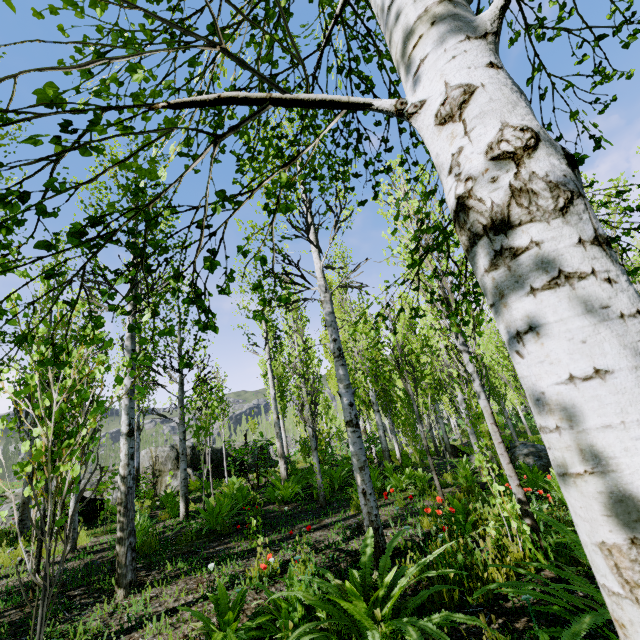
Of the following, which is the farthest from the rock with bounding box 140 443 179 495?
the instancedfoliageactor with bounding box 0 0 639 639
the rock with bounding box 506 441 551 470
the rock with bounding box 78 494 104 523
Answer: → the rock with bounding box 506 441 551 470

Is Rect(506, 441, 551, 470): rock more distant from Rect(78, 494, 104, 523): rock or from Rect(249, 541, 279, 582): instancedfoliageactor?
Rect(78, 494, 104, 523): rock

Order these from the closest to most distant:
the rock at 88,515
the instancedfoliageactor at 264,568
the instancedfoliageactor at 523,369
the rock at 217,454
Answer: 1. the instancedfoliageactor at 523,369
2. the instancedfoliageactor at 264,568
3. the rock at 88,515
4. the rock at 217,454

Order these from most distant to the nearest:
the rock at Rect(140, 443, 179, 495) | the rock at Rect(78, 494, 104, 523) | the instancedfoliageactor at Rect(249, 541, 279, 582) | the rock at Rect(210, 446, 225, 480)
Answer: the rock at Rect(210, 446, 225, 480), the rock at Rect(140, 443, 179, 495), the rock at Rect(78, 494, 104, 523), the instancedfoliageactor at Rect(249, 541, 279, 582)

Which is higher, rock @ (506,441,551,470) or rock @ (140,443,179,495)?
rock @ (140,443,179,495)

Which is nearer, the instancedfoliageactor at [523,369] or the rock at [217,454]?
the instancedfoliageactor at [523,369]

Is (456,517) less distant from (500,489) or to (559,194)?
(500,489)

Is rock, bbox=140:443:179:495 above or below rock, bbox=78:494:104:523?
above
